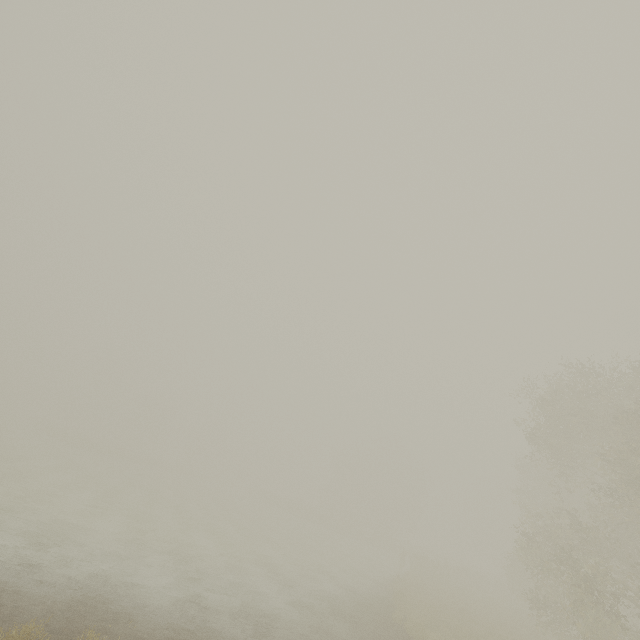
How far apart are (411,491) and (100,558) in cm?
5647
